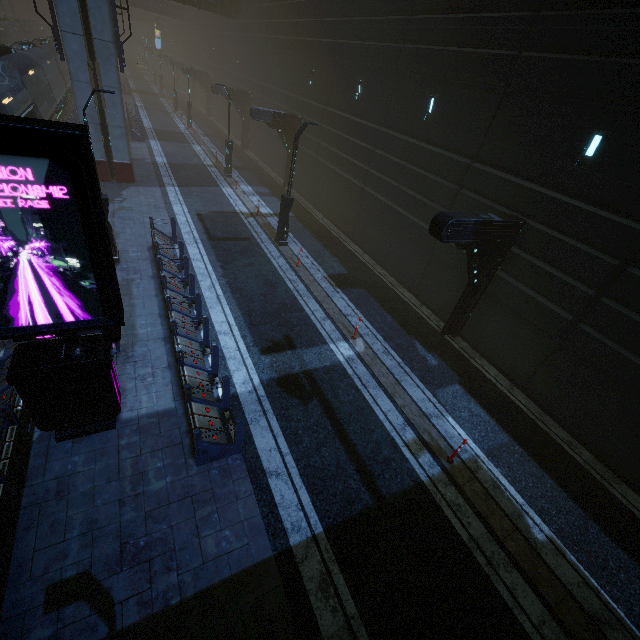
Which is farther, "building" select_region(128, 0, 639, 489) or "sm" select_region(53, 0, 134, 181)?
"sm" select_region(53, 0, 134, 181)

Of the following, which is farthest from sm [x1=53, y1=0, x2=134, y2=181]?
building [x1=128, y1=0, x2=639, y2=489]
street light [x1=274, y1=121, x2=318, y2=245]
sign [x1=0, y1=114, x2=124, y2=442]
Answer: sign [x1=0, y1=114, x2=124, y2=442]

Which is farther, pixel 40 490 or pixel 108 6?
pixel 108 6

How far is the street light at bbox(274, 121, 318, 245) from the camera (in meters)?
13.84

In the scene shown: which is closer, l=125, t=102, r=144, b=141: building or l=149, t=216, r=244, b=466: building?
l=149, t=216, r=244, b=466: building

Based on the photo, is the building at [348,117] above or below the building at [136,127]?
Answer: above

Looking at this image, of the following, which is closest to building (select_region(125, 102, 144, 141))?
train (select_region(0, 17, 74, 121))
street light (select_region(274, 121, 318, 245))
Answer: train (select_region(0, 17, 74, 121))

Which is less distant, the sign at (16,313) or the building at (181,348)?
the sign at (16,313)
